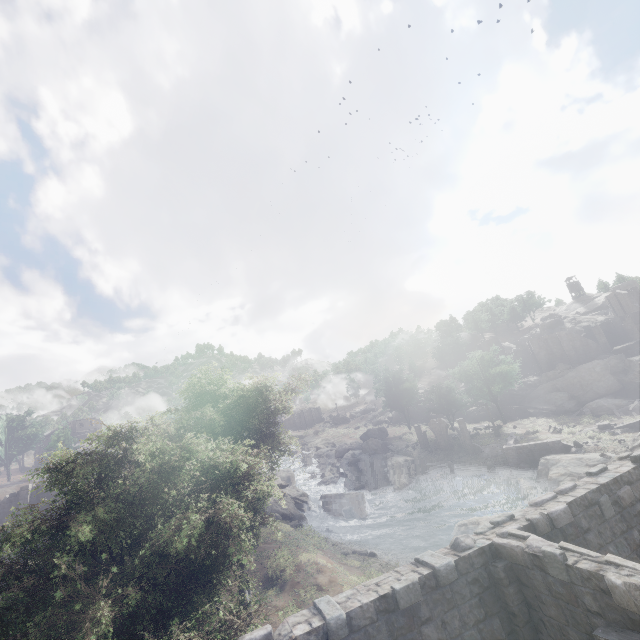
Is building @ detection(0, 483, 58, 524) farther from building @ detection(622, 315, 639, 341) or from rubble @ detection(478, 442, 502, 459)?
rubble @ detection(478, 442, 502, 459)

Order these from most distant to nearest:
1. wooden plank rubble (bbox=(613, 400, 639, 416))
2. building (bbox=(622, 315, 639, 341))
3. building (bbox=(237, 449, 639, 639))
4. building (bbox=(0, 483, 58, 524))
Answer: building (bbox=(622, 315, 639, 341)) → wooden plank rubble (bbox=(613, 400, 639, 416)) → building (bbox=(0, 483, 58, 524)) → building (bbox=(237, 449, 639, 639))

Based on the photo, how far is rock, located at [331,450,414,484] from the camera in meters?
47.3

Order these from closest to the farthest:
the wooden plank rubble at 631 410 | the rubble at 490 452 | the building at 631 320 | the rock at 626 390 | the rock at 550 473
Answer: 1. the rock at 550 473
2. the rubble at 490 452
3. the wooden plank rubble at 631 410
4. the rock at 626 390
5. the building at 631 320

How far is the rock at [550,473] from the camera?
31.11m

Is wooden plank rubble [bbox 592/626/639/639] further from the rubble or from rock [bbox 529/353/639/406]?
rock [bbox 529/353/639/406]

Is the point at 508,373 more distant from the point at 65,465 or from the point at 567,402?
the point at 65,465

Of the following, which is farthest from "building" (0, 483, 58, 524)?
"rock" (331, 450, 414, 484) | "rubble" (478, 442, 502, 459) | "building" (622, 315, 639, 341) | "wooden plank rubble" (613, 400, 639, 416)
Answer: "wooden plank rubble" (613, 400, 639, 416)
